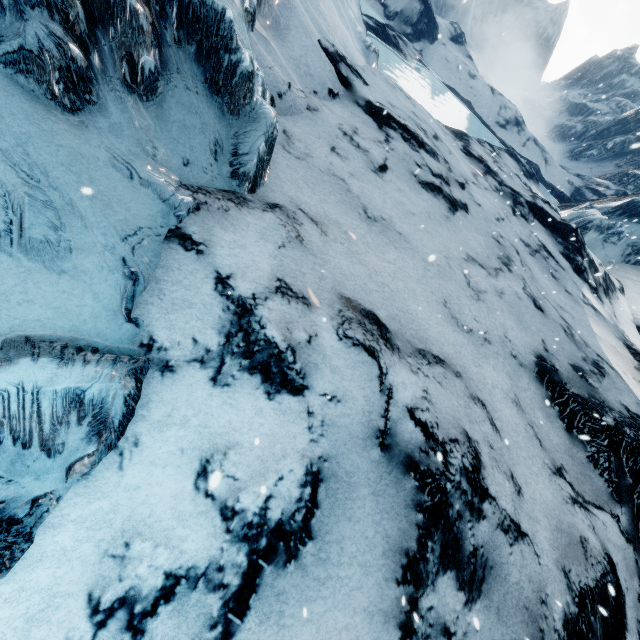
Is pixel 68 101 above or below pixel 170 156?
above
